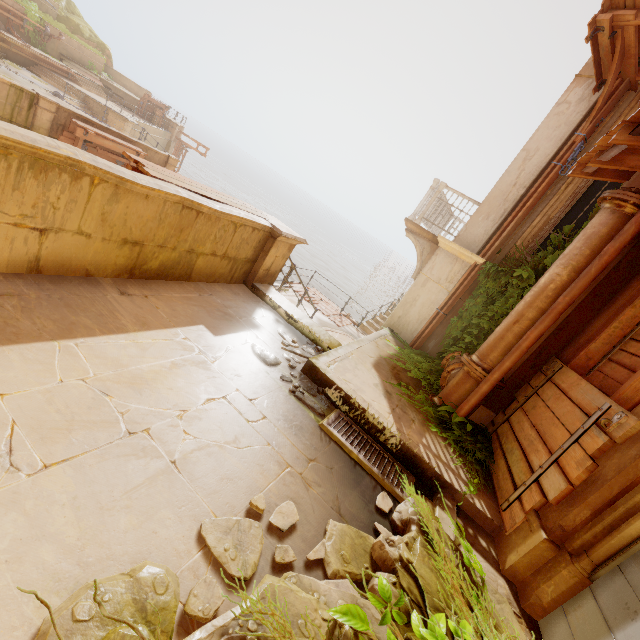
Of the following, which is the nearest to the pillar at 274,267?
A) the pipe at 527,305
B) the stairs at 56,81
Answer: the pipe at 527,305

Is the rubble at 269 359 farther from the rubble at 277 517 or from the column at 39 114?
the column at 39 114

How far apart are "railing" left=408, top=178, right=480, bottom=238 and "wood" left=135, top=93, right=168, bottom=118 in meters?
32.5

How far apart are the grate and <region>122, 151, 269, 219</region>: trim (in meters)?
2.92

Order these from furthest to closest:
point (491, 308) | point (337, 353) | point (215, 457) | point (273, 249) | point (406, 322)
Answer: point (406, 322) → point (491, 308) → point (273, 249) → point (337, 353) → point (215, 457)

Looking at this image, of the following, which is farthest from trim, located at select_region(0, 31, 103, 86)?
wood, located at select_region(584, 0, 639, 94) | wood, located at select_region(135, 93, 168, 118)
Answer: wood, located at select_region(584, 0, 639, 94)

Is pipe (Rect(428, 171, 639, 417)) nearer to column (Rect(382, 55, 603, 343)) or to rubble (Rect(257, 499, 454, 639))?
column (Rect(382, 55, 603, 343))

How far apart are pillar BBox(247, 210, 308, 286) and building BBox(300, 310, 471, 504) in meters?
1.8
